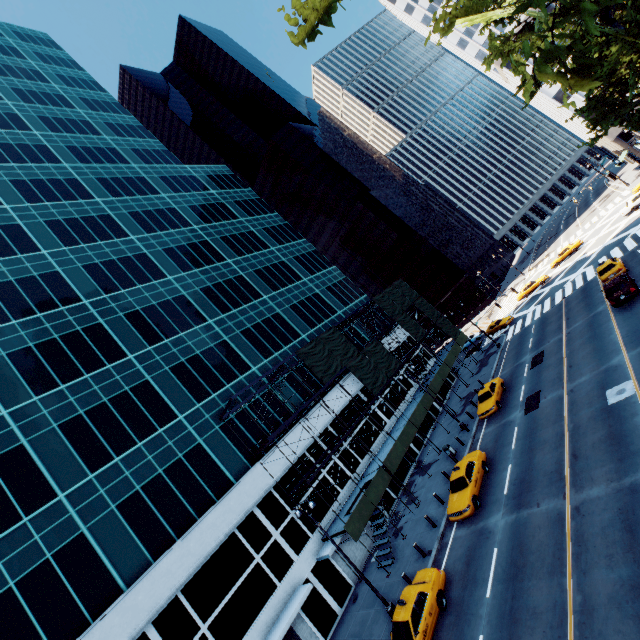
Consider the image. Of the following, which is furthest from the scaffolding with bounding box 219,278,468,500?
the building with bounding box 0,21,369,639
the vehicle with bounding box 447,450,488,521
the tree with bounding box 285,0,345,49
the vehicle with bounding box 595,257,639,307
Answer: the tree with bounding box 285,0,345,49

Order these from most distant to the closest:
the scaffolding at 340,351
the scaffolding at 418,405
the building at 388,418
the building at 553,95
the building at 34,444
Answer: the building at 553,95, the building at 388,418, the scaffolding at 340,351, the scaffolding at 418,405, the building at 34,444

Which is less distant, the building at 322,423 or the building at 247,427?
the building at 247,427

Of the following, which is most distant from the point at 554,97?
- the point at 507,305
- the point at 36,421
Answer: the point at 36,421

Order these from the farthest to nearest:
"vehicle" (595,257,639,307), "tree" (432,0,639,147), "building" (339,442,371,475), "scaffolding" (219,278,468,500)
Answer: "building" (339,442,371,475)
"scaffolding" (219,278,468,500)
"vehicle" (595,257,639,307)
"tree" (432,0,639,147)

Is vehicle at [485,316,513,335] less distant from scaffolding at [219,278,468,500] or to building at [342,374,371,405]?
scaffolding at [219,278,468,500]

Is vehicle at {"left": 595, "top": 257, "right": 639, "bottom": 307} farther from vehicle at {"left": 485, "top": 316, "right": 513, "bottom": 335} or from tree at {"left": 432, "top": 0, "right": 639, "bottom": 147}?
vehicle at {"left": 485, "top": 316, "right": 513, "bottom": 335}

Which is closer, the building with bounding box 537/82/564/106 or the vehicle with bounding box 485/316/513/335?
the vehicle with bounding box 485/316/513/335
